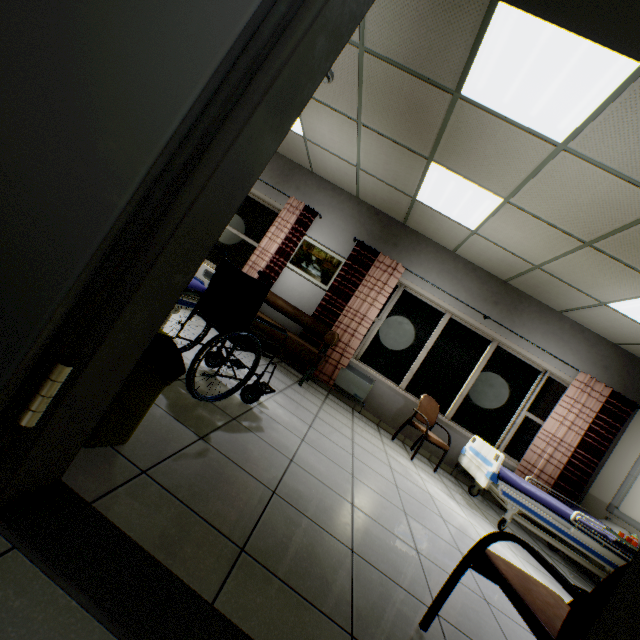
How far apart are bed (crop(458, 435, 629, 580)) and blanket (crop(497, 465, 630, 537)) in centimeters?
2cm

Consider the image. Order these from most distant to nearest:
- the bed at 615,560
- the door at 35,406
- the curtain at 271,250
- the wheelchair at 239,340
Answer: the curtain at 271,250 < the bed at 615,560 < the wheelchair at 239,340 < the door at 35,406

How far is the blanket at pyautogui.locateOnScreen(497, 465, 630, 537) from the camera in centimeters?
382cm

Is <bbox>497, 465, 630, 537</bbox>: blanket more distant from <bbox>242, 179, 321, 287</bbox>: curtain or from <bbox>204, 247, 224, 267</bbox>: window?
<bbox>204, 247, 224, 267</bbox>: window

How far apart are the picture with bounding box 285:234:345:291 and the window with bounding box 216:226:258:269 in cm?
74

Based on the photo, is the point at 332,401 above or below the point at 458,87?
below

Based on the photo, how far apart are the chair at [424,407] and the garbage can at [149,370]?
4.1 meters

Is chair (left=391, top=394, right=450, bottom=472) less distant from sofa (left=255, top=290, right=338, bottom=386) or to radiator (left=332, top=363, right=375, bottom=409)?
radiator (left=332, top=363, right=375, bottom=409)
